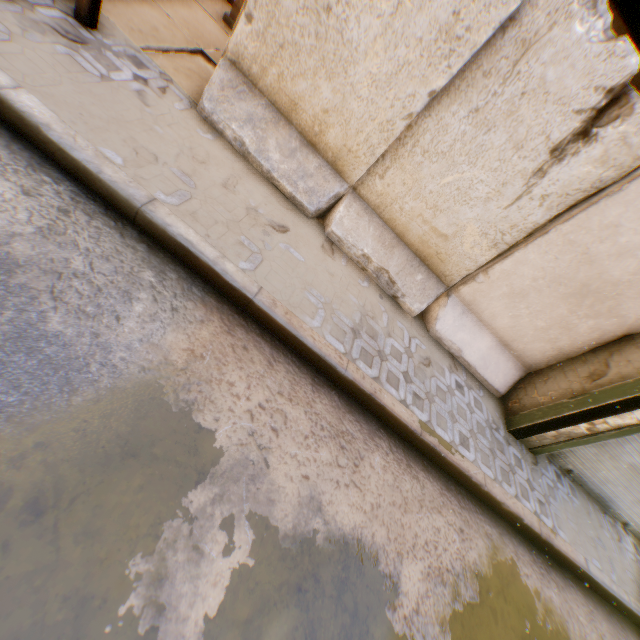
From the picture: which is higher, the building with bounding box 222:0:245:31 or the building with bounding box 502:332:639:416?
the building with bounding box 502:332:639:416

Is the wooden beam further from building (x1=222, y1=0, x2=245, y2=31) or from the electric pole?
the electric pole

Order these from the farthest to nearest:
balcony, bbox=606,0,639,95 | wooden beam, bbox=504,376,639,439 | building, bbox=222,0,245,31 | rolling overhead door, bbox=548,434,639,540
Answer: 1. building, bbox=222,0,245,31
2. rolling overhead door, bbox=548,434,639,540
3. wooden beam, bbox=504,376,639,439
4. balcony, bbox=606,0,639,95

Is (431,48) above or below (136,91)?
above

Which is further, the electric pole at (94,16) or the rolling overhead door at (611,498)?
the rolling overhead door at (611,498)

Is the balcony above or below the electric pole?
above

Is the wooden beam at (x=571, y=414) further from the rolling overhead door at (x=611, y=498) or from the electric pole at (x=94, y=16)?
the electric pole at (x=94, y=16)

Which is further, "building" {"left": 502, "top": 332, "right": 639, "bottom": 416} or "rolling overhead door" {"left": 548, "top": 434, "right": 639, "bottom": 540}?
"rolling overhead door" {"left": 548, "top": 434, "right": 639, "bottom": 540}
